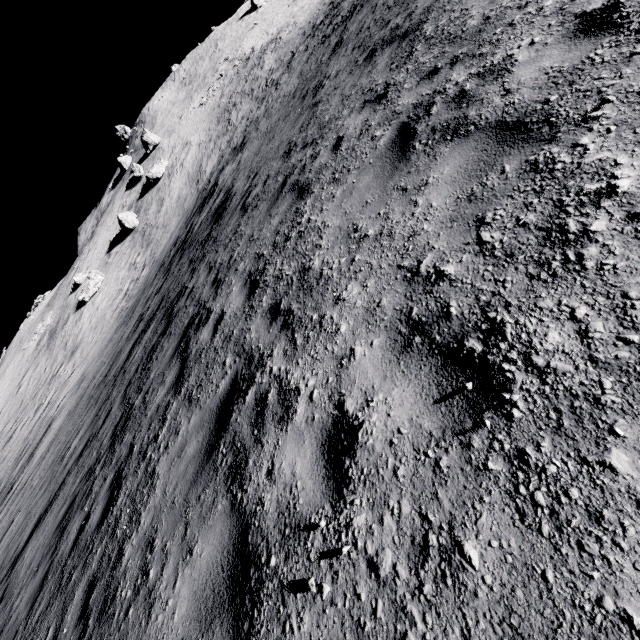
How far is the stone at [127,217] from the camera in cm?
3738

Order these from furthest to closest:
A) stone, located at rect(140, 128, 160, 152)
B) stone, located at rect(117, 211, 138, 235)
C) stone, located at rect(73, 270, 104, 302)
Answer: stone, located at rect(140, 128, 160, 152)
stone, located at rect(117, 211, 138, 235)
stone, located at rect(73, 270, 104, 302)

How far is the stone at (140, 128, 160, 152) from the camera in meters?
47.2 m

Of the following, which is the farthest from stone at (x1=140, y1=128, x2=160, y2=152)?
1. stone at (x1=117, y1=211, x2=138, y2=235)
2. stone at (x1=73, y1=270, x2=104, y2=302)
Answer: stone at (x1=73, y1=270, x2=104, y2=302)

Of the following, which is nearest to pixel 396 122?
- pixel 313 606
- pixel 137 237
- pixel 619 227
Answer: pixel 619 227

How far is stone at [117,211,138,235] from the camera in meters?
37.4 m

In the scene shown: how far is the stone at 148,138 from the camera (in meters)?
47.22

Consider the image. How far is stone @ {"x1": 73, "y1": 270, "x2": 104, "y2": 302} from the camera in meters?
34.8
